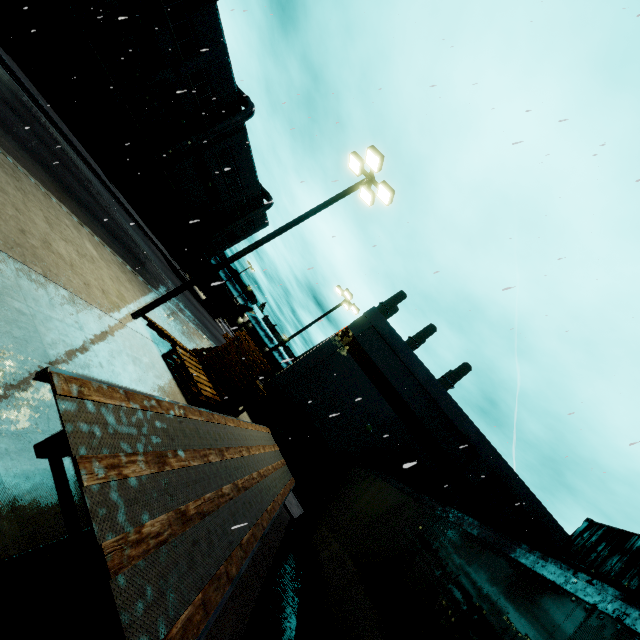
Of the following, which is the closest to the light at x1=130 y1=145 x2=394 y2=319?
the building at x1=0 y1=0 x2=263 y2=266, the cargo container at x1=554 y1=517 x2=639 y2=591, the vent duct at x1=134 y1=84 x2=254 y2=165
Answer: the building at x1=0 y1=0 x2=263 y2=266

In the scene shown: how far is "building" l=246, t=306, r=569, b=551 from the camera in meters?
18.2 m

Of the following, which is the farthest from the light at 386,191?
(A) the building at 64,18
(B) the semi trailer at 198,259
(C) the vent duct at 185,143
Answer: (C) the vent duct at 185,143

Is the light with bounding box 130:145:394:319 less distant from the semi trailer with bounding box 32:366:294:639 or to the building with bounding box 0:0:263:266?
the semi trailer with bounding box 32:366:294:639

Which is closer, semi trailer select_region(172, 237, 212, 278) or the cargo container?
the cargo container

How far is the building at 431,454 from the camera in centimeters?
1823cm

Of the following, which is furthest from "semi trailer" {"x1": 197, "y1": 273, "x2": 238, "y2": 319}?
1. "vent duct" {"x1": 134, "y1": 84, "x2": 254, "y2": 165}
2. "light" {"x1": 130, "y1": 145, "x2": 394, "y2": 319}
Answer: "light" {"x1": 130, "y1": 145, "x2": 394, "y2": 319}

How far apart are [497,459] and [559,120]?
18.57m
